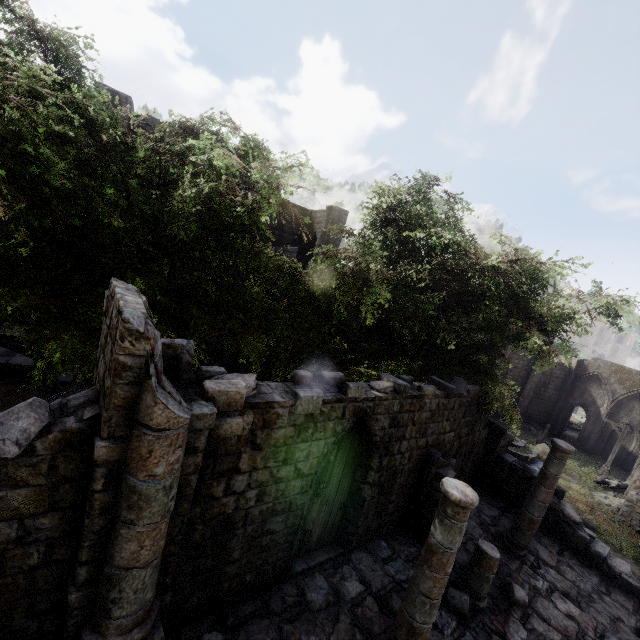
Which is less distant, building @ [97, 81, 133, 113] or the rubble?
building @ [97, 81, 133, 113]

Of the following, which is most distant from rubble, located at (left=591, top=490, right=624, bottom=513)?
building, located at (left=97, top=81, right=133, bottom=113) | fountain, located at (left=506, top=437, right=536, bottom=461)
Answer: fountain, located at (left=506, top=437, right=536, bottom=461)

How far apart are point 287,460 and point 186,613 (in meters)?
3.22

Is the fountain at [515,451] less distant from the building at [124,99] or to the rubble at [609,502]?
the rubble at [609,502]

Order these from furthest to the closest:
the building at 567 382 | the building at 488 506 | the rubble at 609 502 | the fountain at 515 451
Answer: the building at 567 382 → the fountain at 515 451 → the rubble at 609 502 → the building at 488 506

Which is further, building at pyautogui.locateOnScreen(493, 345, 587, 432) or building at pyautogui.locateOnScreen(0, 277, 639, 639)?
building at pyautogui.locateOnScreen(493, 345, 587, 432)

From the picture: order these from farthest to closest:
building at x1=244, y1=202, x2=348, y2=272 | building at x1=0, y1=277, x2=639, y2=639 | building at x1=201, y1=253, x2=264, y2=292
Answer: building at x1=244, y1=202, x2=348, y2=272, building at x1=201, y1=253, x2=264, y2=292, building at x1=0, y1=277, x2=639, y2=639
